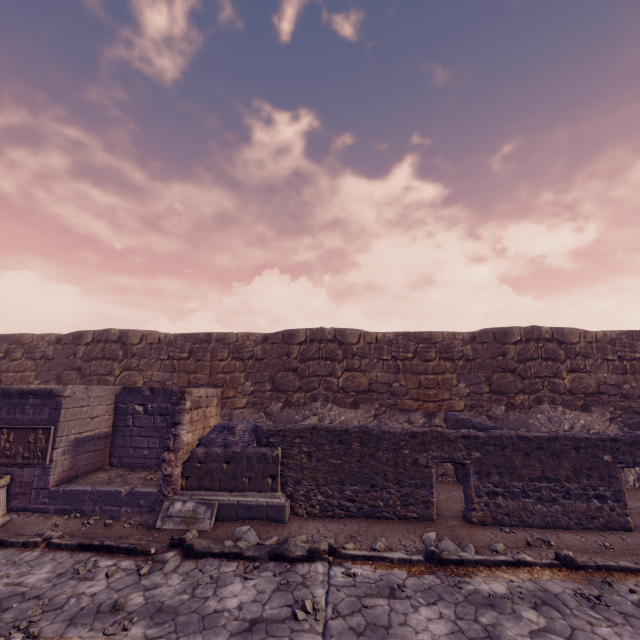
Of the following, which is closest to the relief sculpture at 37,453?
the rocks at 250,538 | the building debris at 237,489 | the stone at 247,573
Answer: the building debris at 237,489

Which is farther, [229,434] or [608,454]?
[229,434]

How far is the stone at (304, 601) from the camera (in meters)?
4.21

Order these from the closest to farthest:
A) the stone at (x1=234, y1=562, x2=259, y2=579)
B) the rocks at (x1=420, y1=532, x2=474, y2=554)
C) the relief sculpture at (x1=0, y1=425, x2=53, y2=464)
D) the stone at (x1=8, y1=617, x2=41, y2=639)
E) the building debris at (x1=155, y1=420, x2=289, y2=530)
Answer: the stone at (x1=8, y1=617, x2=41, y2=639), the stone at (x1=234, y1=562, x2=259, y2=579), the rocks at (x1=420, y1=532, x2=474, y2=554), the building debris at (x1=155, y1=420, x2=289, y2=530), the relief sculpture at (x1=0, y1=425, x2=53, y2=464)

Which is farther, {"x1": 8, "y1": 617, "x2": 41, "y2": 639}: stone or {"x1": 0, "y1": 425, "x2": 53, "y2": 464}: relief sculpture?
{"x1": 0, "y1": 425, "x2": 53, "y2": 464}: relief sculpture

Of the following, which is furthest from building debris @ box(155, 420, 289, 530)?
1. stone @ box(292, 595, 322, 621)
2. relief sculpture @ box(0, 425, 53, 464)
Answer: relief sculpture @ box(0, 425, 53, 464)

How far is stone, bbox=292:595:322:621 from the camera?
4.2m

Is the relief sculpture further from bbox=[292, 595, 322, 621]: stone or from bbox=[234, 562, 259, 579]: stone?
bbox=[292, 595, 322, 621]: stone
